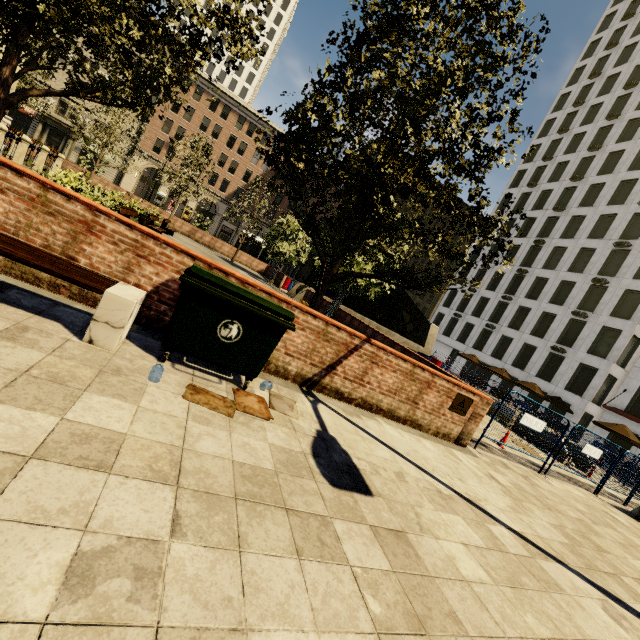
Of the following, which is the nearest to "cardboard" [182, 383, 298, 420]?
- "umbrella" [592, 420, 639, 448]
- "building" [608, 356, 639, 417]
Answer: "umbrella" [592, 420, 639, 448]

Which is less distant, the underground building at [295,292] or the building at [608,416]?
the underground building at [295,292]

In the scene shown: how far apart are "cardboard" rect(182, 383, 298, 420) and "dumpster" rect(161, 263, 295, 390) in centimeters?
11cm

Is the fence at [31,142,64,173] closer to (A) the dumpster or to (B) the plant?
(B) the plant

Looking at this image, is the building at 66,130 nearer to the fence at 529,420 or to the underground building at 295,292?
the underground building at 295,292

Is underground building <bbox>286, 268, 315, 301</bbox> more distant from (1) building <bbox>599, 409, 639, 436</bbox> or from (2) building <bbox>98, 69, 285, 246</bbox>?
(2) building <bbox>98, 69, 285, 246</bbox>

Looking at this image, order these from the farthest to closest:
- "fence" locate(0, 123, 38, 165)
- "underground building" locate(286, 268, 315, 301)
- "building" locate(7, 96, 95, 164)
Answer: "building" locate(7, 96, 95, 164), "underground building" locate(286, 268, 315, 301), "fence" locate(0, 123, 38, 165)

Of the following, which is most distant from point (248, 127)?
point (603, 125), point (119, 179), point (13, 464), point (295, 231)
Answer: point (13, 464)
